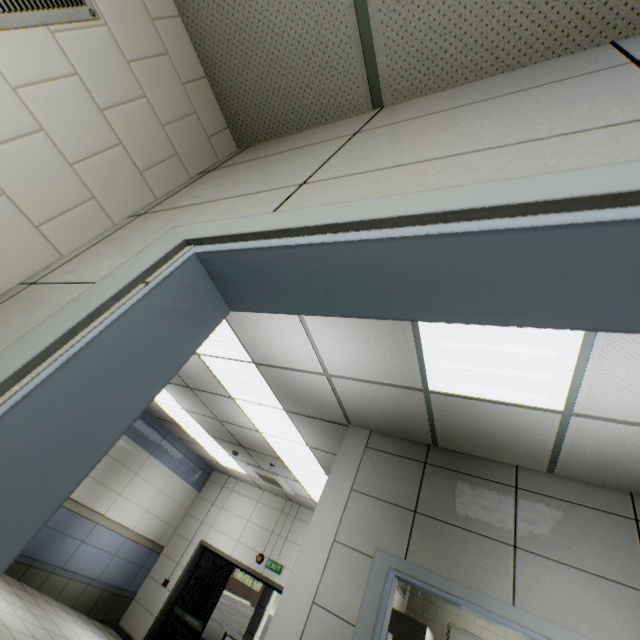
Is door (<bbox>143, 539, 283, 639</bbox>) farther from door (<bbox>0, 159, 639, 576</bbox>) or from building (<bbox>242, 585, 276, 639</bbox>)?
door (<bbox>0, 159, 639, 576</bbox>)

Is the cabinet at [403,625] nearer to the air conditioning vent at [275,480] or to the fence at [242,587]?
the air conditioning vent at [275,480]

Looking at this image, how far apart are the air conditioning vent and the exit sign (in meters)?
1.58

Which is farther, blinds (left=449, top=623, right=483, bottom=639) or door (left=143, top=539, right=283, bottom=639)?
door (left=143, top=539, right=283, bottom=639)

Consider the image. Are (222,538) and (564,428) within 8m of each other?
no

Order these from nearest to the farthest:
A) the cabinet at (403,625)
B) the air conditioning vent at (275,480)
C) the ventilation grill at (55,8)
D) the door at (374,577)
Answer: the ventilation grill at (55,8)
the door at (374,577)
the cabinet at (403,625)
the air conditioning vent at (275,480)

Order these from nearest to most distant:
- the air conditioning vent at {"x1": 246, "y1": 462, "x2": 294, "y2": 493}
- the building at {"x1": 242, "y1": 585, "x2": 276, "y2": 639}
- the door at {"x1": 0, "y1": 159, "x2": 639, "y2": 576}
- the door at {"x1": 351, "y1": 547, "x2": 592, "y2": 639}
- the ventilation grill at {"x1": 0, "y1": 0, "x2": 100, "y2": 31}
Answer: the door at {"x1": 0, "y1": 159, "x2": 639, "y2": 576} < the ventilation grill at {"x1": 0, "y1": 0, "x2": 100, "y2": 31} < the door at {"x1": 351, "y1": 547, "x2": 592, "y2": 639} < the air conditioning vent at {"x1": 246, "y1": 462, "x2": 294, "y2": 493} < the building at {"x1": 242, "y1": 585, "x2": 276, "y2": 639}

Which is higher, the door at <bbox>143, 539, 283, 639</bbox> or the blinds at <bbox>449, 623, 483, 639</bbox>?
the blinds at <bbox>449, 623, 483, 639</bbox>
